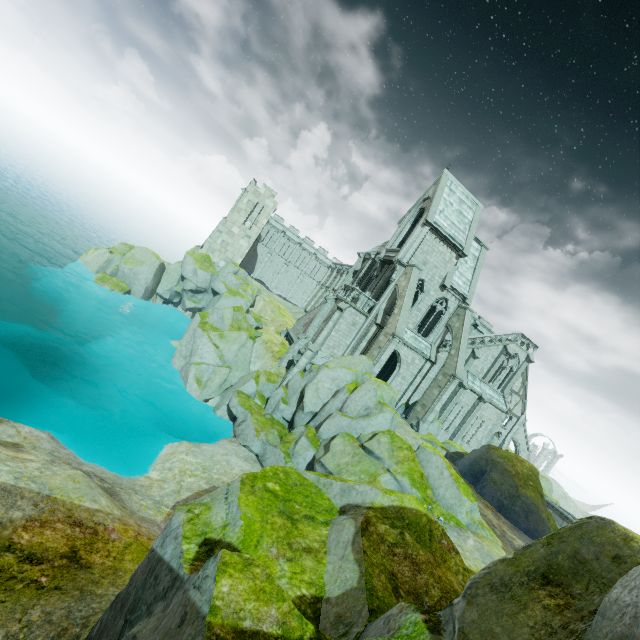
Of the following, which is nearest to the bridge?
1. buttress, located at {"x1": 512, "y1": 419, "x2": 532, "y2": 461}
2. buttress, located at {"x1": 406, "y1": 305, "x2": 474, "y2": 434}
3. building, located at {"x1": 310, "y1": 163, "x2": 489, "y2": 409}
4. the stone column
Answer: building, located at {"x1": 310, "y1": 163, "x2": 489, "y2": 409}

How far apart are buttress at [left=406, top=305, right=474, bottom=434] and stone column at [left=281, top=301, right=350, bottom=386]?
9.65m

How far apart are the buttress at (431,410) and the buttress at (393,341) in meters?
5.9

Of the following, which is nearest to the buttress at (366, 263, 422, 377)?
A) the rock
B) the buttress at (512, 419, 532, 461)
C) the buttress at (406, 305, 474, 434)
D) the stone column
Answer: the rock

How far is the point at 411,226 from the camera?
31.0m

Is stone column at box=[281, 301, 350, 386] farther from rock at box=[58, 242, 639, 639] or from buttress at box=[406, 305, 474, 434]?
buttress at box=[406, 305, 474, 434]

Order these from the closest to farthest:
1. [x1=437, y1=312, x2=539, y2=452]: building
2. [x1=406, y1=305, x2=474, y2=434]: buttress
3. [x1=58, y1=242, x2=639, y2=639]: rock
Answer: [x1=58, y1=242, x2=639, y2=639]: rock
[x1=406, y1=305, x2=474, y2=434]: buttress
[x1=437, y1=312, x2=539, y2=452]: building

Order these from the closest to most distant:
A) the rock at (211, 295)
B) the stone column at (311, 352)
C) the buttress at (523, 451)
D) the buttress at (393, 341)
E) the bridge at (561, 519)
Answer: the rock at (211, 295)
the buttress at (393, 341)
the stone column at (311, 352)
the bridge at (561, 519)
the buttress at (523, 451)
